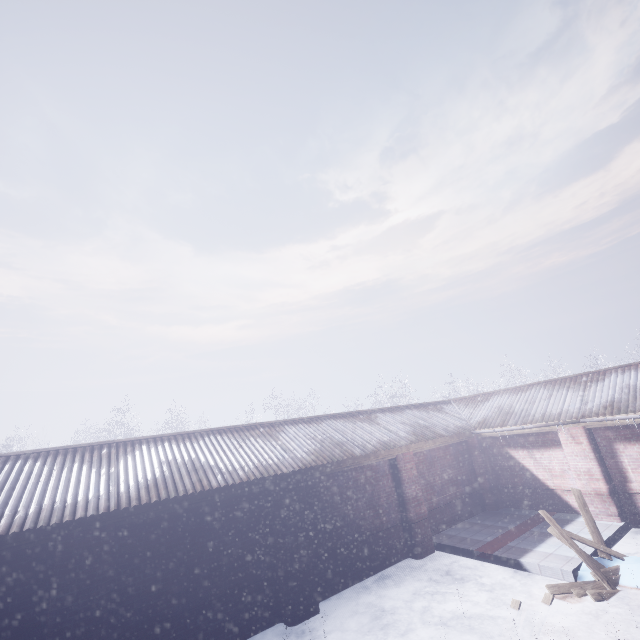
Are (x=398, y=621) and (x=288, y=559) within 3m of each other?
yes
